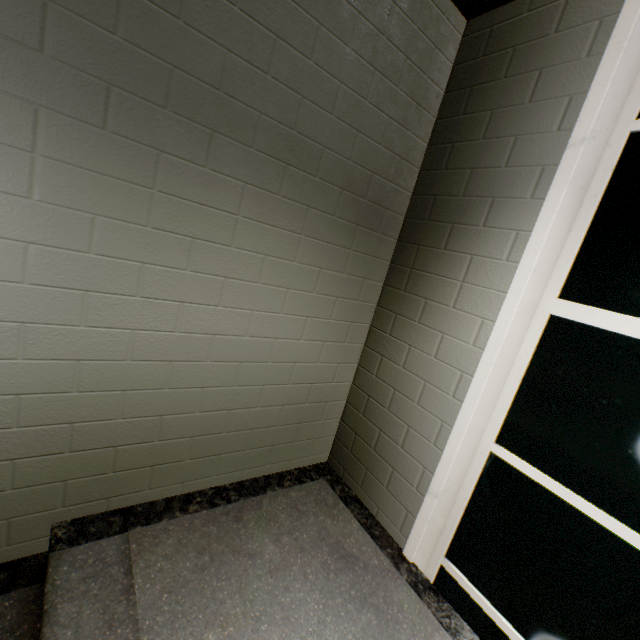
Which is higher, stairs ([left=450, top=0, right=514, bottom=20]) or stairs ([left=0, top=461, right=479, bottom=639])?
stairs ([left=450, top=0, right=514, bottom=20])

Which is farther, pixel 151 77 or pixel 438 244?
pixel 438 244

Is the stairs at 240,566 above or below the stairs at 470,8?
below
